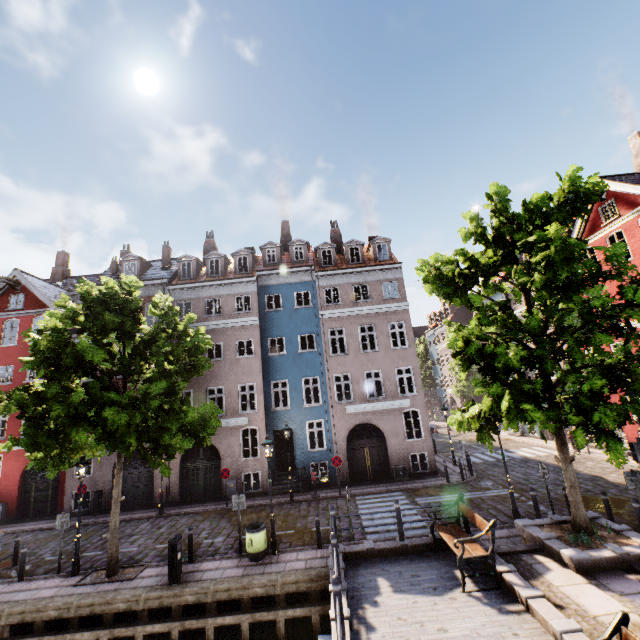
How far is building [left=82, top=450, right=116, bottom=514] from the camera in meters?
18.6 m

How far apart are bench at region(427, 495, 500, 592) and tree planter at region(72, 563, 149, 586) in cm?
967

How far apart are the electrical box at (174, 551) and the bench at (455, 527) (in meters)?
7.84

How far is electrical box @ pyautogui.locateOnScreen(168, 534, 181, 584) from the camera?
9.9 meters

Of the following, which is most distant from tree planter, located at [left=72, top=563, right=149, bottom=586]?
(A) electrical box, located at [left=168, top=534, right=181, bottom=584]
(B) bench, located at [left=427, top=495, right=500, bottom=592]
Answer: (B) bench, located at [left=427, top=495, right=500, bottom=592]

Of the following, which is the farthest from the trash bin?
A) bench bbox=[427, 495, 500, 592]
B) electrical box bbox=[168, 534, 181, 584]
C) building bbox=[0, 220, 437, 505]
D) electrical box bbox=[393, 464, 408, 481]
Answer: electrical box bbox=[393, 464, 408, 481]

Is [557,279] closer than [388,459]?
Yes

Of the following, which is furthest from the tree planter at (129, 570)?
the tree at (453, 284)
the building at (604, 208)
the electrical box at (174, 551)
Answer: the building at (604, 208)
